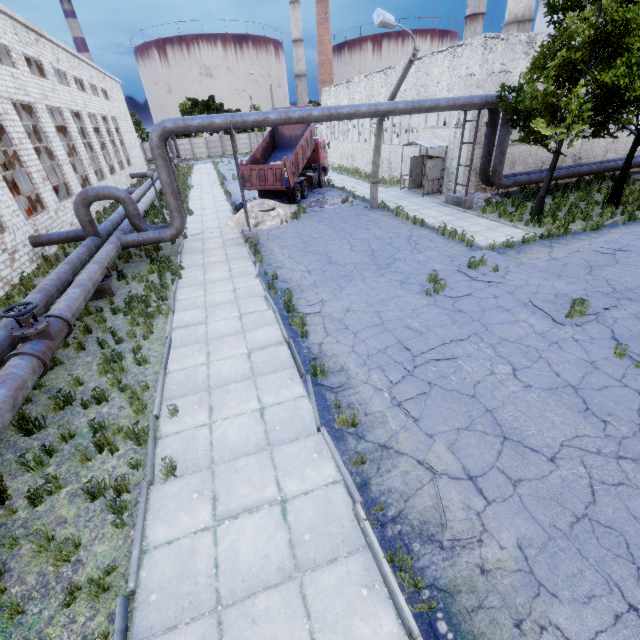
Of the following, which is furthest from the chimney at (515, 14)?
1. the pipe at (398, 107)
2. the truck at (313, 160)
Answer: the truck at (313, 160)

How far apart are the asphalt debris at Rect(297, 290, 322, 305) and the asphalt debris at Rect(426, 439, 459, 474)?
5.04m

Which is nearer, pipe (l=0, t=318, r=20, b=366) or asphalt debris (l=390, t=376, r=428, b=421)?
asphalt debris (l=390, t=376, r=428, b=421)

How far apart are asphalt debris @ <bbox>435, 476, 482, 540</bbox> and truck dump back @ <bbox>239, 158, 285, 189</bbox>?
17.9m

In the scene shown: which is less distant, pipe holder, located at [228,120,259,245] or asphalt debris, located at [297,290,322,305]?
asphalt debris, located at [297,290,322,305]

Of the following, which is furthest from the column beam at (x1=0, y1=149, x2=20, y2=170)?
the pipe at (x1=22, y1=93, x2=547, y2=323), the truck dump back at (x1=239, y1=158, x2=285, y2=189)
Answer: the truck dump back at (x1=239, y1=158, x2=285, y2=189)

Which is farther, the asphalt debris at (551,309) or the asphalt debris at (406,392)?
the asphalt debris at (551,309)

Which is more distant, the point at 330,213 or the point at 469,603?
the point at 330,213
